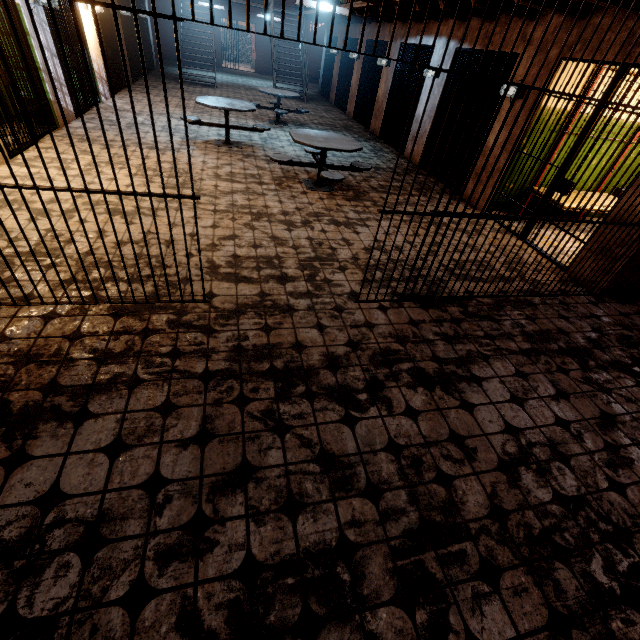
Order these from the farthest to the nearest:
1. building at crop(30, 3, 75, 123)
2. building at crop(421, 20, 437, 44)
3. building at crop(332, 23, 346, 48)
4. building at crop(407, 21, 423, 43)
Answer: building at crop(332, 23, 346, 48), building at crop(407, 21, 423, 43), building at crop(421, 20, 437, 44), building at crop(30, 3, 75, 123)

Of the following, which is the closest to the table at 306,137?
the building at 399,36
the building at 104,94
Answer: the building at 399,36

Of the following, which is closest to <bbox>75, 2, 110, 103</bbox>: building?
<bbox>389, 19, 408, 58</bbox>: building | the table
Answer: the table

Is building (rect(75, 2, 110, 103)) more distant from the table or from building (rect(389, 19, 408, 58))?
building (rect(389, 19, 408, 58))

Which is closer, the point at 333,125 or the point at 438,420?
the point at 438,420

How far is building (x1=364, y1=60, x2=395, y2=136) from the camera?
9.75m

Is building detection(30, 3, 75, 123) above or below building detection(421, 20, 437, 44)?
below

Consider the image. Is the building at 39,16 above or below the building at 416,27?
below
